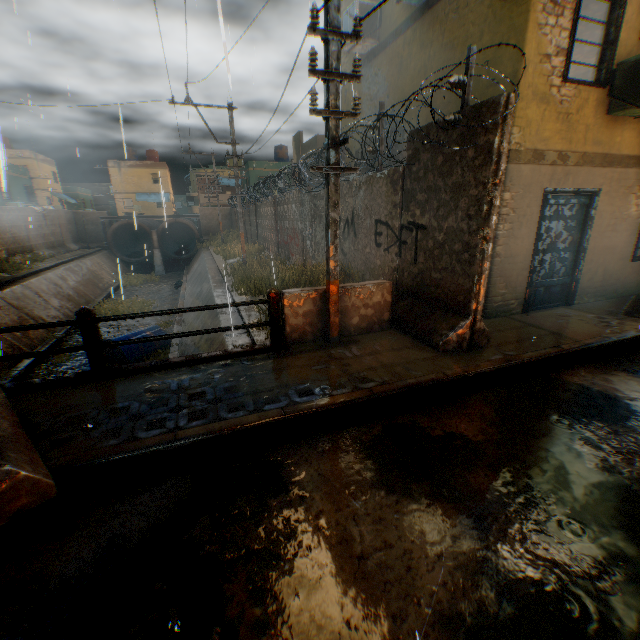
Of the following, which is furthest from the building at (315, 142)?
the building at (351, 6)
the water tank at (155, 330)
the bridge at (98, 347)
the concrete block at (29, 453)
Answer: the concrete block at (29, 453)

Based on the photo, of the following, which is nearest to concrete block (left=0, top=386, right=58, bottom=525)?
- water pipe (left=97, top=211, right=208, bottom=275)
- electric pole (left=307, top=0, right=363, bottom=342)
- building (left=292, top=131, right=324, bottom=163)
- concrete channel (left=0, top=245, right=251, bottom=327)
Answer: concrete channel (left=0, top=245, right=251, bottom=327)

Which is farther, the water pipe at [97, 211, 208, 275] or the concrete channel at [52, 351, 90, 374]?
the water pipe at [97, 211, 208, 275]

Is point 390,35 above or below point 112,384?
above

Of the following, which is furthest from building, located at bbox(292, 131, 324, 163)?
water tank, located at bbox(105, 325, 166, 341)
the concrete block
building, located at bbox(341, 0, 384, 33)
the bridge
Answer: the concrete block

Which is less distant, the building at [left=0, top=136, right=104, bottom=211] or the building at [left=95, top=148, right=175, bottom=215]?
the building at [left=0, top=136, right=104, bottom=211]

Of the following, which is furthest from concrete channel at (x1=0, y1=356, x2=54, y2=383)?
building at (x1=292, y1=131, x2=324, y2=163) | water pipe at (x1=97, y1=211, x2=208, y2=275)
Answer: building at (x1=292, y1=131, x2=324, y2=163)

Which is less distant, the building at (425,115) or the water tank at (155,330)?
the building at (425,115)
